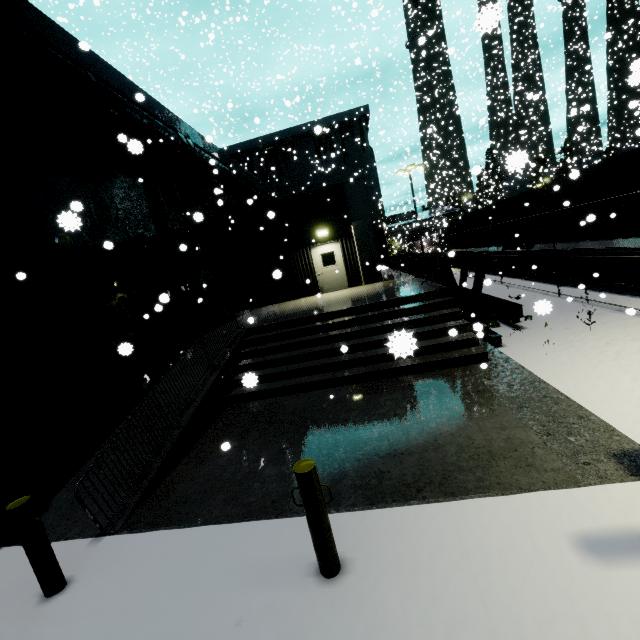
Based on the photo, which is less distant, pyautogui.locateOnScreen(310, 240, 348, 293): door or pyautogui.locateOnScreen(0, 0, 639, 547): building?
pyautogui.locateOnScreen(0, 0, 639, 547): building

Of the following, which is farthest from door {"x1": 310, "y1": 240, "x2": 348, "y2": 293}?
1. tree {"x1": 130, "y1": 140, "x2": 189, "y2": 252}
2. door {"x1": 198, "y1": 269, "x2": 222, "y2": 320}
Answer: door {"x1": 198, "y1": 269, "x2": 222, "y2": 320}

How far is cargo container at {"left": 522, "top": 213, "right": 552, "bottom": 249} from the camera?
13.4 meters

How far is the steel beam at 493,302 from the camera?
9.3 meters

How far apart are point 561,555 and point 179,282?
13.41m

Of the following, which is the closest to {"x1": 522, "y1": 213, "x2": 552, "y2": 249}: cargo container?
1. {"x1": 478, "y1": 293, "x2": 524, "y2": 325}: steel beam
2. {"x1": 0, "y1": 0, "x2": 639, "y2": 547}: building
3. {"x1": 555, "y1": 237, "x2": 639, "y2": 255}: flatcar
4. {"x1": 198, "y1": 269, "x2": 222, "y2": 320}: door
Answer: {"x1": 555, "y1": 237, "x2": 639, "y2": 255}: flatcar

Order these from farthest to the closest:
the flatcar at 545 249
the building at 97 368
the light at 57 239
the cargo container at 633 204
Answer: the flatcar at 545 249 → the cargo container at 633 204 → the light at 57 239 → the building at 97 368

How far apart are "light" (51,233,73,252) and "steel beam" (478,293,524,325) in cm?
1210
